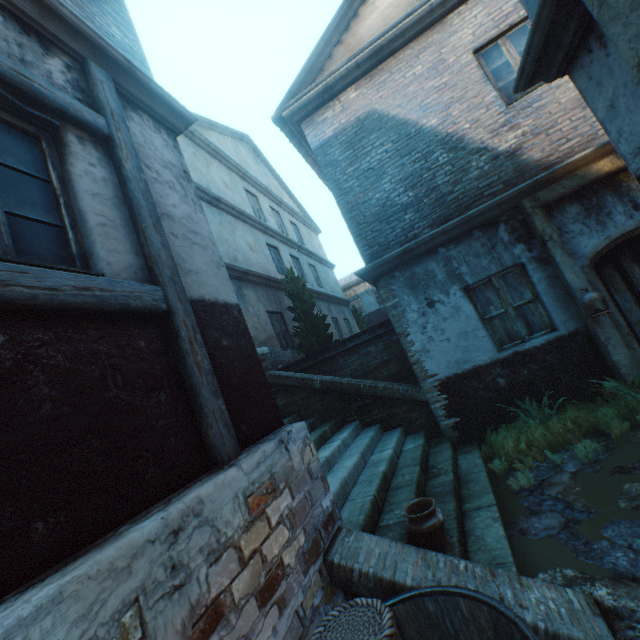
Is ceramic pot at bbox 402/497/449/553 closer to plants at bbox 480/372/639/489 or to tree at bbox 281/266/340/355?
plants at bbox 480/372/639/489

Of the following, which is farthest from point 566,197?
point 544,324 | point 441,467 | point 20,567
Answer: point 20,567

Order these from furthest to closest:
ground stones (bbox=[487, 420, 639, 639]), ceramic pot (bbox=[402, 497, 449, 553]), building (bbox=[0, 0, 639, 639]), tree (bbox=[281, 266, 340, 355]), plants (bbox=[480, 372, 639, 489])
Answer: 1. tree (bbox=[281, 266, 340, 355])
2. plants (bbox=[480, 372, 639, 489])
3. ceramic pot (bbox=[402, 497, 449, 553])
4. ground stones (bbox=[487, 420, 639, 639])
5. building (bbox=[0, 0, 639, 639])

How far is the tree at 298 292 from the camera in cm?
935

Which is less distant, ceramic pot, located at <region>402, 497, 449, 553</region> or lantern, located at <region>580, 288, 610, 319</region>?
ceramic pot, located at <region>402, 497, 449, 553</region>

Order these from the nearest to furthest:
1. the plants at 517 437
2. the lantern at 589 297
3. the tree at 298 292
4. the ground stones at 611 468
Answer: the ground stones at 611 468
the plants at 517 437
the lantern at 589 297
the tree at 298 292

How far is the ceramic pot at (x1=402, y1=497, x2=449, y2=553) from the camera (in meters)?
2.93

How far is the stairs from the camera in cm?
318
